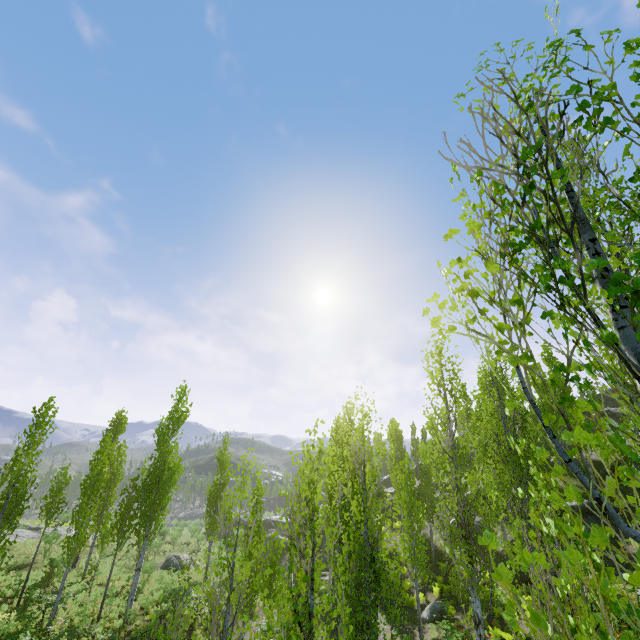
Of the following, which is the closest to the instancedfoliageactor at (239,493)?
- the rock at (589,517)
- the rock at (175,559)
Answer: the rock at (175,559)

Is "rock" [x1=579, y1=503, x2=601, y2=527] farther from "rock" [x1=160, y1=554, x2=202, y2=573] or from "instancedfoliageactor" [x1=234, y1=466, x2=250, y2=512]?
"rock" [x1=160, y1=554, x2=202, y2=573]

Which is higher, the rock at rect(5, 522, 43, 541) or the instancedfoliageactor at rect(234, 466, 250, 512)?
the instancedfoliageactor at rect(234, 466, 250, 512)

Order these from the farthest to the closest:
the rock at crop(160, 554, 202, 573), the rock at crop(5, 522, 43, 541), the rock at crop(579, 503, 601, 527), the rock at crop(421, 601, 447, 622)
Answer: the rock at crop(5, 522, 43, 541) → the rock at crop(160, 554, 202, 573) → the rock at crop(579, 503, 601, 527) → the rock at crop(421, 601, 447, 622)

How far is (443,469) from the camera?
29.80m

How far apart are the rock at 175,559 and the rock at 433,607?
19.0 meters

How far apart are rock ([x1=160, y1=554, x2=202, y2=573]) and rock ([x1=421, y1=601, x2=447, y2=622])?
19.0m

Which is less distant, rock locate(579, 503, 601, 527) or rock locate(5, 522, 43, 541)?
rock locate(579, 503, 601, 527)
